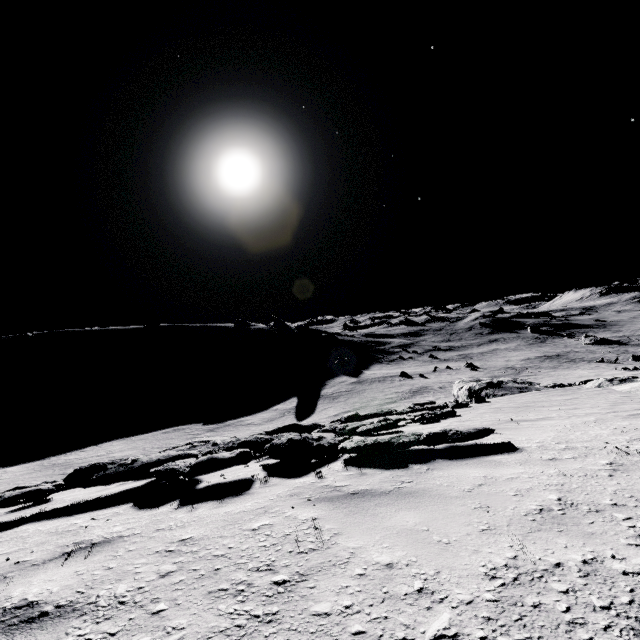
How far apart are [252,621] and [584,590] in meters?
1.6
